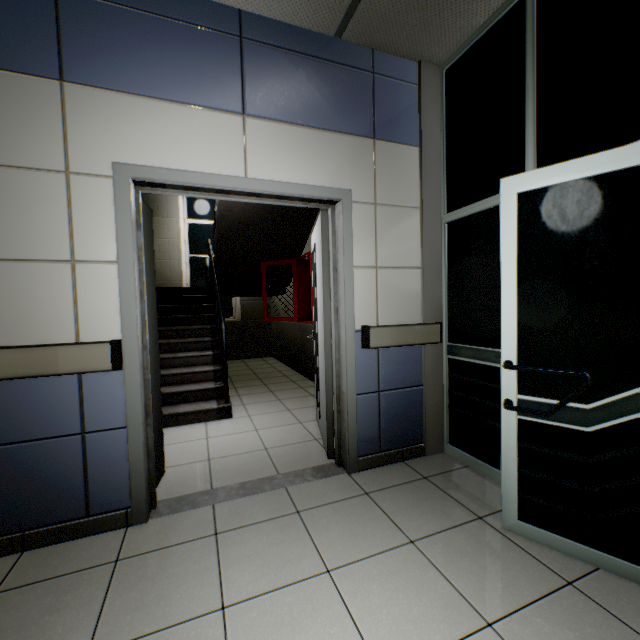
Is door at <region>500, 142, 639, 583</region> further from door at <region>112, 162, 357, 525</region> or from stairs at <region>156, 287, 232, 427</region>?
stairs at <region>156, 287, 232, 427</region>

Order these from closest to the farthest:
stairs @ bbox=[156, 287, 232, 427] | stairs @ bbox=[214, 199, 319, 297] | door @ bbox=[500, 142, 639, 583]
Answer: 1. door @ bbox=[500, 142, 639, 583]
2. stairs @ bbox=[156, 287, 232, 427]
3. stairs @ bbox=[214, 199, 319, 297]

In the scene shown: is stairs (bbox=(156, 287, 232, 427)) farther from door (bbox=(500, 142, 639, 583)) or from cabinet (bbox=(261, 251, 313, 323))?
door (bbox=(500, 142, 639, 583))

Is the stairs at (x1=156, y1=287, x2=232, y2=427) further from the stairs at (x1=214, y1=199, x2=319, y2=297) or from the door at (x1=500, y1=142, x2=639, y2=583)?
the door at (x1=500, y1=142, x2=639, y2=583)

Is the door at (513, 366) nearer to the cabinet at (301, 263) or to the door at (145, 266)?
the door at (145, 266)

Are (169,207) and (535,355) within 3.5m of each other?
no

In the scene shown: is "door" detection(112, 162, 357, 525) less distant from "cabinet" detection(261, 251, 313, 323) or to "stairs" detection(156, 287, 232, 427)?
"cabinet" detection(261, 251, 313, 323)

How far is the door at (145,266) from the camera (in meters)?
1.91
